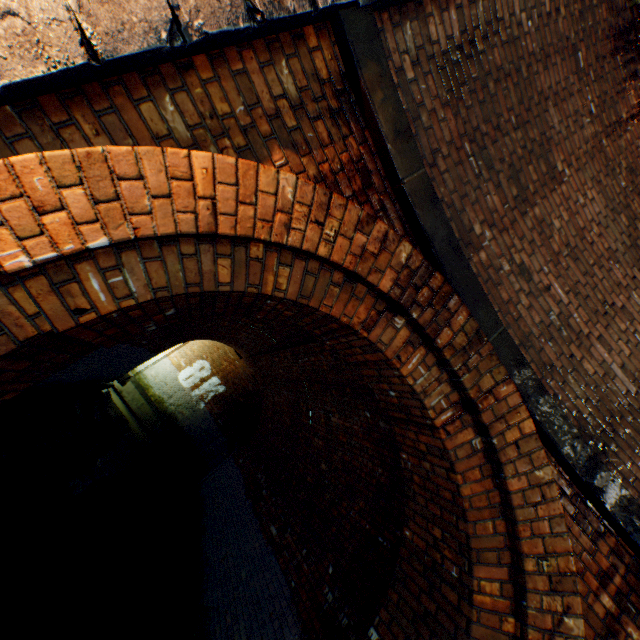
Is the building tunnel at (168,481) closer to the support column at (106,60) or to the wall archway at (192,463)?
the wall archway at (192,463)

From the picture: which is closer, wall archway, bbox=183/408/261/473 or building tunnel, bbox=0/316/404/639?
building tunnel, bbox=0/316/404/639

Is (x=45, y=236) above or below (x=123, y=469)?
above

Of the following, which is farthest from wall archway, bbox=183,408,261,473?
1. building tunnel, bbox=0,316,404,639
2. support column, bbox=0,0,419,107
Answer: support column, bbox=0,0,419,107

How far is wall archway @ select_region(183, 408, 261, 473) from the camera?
14.4 meters

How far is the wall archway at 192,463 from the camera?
14.4m

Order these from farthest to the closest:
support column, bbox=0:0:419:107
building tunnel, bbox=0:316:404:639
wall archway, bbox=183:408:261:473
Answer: wall archway, bbox=183:408:261:473 → building tunnel, bbox=0:316:404:639 → support column, bbox=0:0:419:107

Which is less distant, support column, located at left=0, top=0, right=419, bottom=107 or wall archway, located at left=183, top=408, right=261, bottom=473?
support column, located at left=0, top=0, right=419, bottom=107
